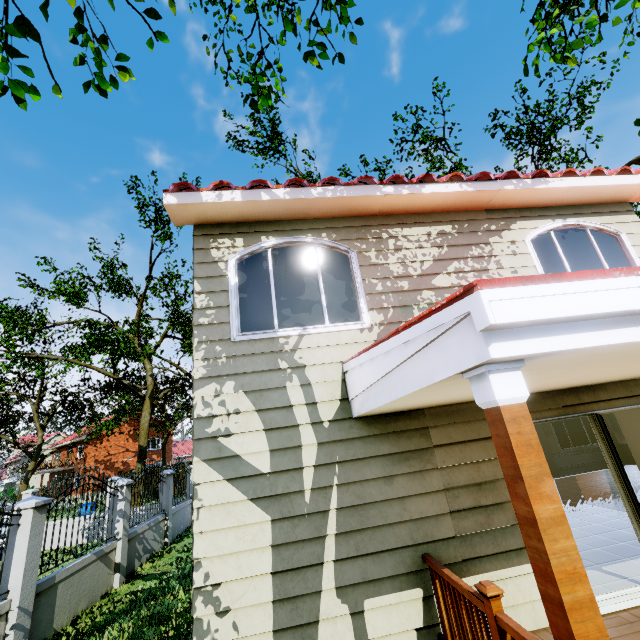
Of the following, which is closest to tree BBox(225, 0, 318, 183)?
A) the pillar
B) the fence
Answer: the fence

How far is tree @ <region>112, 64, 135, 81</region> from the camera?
3.0m

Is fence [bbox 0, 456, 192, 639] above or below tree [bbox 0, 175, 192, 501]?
below

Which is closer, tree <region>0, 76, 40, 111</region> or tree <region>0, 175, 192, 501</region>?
tree <region>0, 76, 40, 111</region>

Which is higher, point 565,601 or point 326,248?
point 326,248

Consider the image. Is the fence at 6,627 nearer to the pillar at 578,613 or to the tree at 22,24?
the tree at 22,24

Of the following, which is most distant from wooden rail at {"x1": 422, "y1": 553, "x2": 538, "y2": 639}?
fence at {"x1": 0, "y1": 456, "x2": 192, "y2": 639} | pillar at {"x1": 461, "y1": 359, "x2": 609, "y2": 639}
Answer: fence at {"x1": 0, "y1": 456, "x2": 192, "y2": 639}
